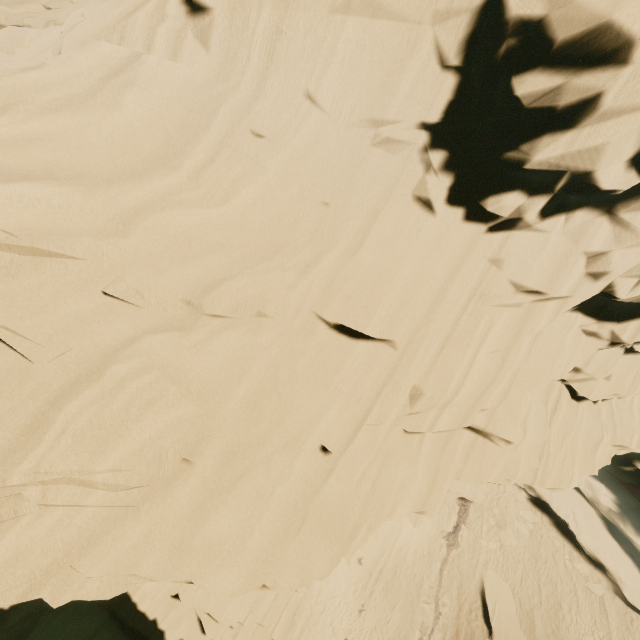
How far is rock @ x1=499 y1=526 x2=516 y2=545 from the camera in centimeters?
2283cm

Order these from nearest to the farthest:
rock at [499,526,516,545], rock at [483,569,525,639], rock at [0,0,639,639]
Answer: rock at [0,0,639,639]
rock at [483,569,525,639]
rock at [499,526,516,545]

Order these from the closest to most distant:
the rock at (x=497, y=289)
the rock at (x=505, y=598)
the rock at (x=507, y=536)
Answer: the rock at (x=497, y=289) → the rock at (x=505, y=598) → the rock at (x=507, y=536)

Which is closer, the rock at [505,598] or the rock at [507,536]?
the rock at [505,598]

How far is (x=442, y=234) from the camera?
8.2 meters

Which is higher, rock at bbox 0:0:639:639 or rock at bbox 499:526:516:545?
rock at bbox 0:0:639:639

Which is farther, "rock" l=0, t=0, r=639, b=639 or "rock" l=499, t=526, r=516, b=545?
"rock" l=499, t=526, r=516, b=545
